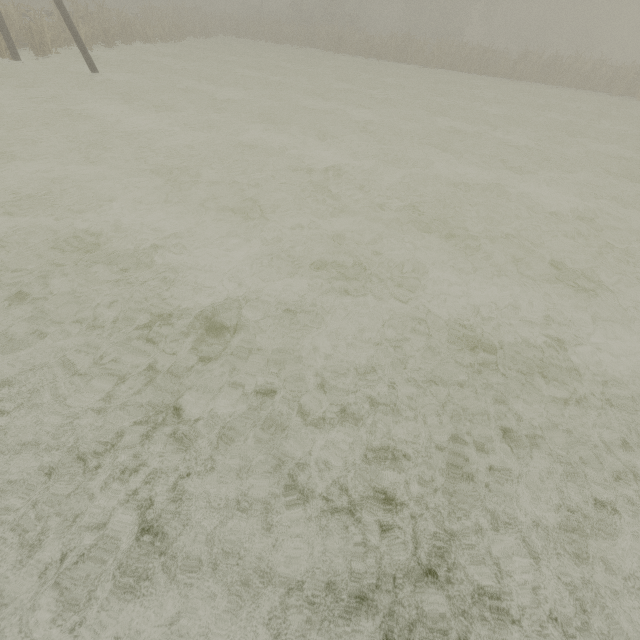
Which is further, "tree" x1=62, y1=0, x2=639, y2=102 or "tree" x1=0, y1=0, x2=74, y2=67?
"tree" x1=62, y1=0, x2=639, y2=102

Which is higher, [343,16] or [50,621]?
[343,16]

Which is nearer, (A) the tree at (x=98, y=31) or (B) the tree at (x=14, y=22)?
(B) the tree at (x=14, y=22)
